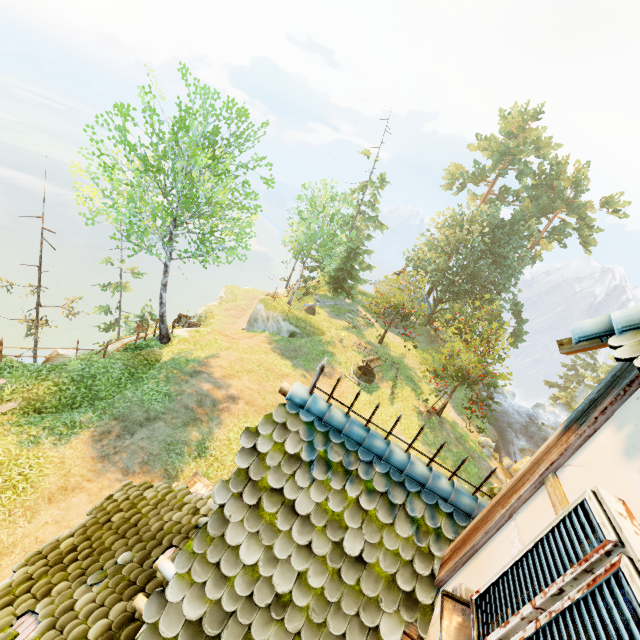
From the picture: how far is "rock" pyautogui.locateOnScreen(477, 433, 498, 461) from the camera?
22.0m

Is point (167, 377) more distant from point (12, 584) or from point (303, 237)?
point (303, 237)

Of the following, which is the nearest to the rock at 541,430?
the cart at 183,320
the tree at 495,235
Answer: the tree at 495,235

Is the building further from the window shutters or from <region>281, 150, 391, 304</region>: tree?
<region>281, 150, 391, 304</region>: tree

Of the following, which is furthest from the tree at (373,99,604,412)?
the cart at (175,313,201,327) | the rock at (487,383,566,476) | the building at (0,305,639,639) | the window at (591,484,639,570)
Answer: the cart at (175,313,201,327)

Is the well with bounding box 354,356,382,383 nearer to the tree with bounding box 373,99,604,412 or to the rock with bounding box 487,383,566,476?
the tree with bounding box 373,99,604,412

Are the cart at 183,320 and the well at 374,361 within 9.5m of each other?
no

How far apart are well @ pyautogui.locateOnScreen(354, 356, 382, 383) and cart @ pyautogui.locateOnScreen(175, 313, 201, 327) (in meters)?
12.20
